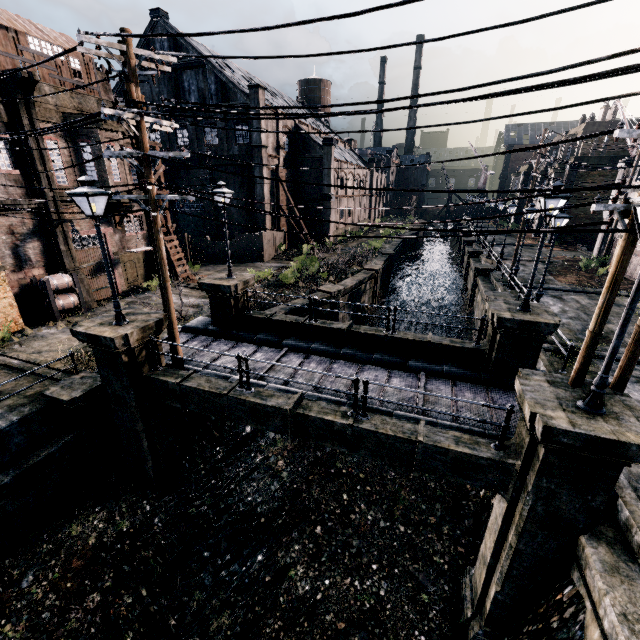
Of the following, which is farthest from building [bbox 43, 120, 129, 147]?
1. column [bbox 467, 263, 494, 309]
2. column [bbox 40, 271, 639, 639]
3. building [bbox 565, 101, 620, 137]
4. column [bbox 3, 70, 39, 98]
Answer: building [bbox 565, 101, 620, 137]

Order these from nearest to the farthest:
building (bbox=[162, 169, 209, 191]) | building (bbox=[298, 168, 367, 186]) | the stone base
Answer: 1. the stone base
2. building (bbox=[162, 169, 209, 191])
3. building (bbox=[298, 168, 367, 186])

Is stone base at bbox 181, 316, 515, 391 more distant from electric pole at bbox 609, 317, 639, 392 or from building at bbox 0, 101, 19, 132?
building at bbox 0, 101, 19, 132

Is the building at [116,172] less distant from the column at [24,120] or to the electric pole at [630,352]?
the column at [24,120]

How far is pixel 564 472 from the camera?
6.62m

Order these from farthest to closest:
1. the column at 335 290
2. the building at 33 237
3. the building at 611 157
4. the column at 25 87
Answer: the building at 611 157, the column at 335 290, the building at 33 237, the column at 25 87

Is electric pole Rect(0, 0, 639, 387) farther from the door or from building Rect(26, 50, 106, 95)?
the door

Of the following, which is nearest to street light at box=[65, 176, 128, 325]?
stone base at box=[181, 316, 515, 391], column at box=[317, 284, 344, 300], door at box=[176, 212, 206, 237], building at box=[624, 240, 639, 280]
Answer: stone base at box=[181, 316, 515, 391]
